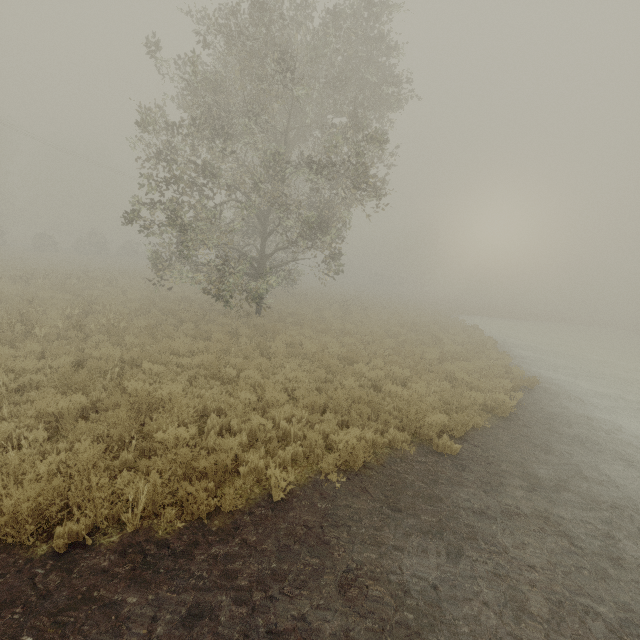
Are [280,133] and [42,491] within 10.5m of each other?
no
